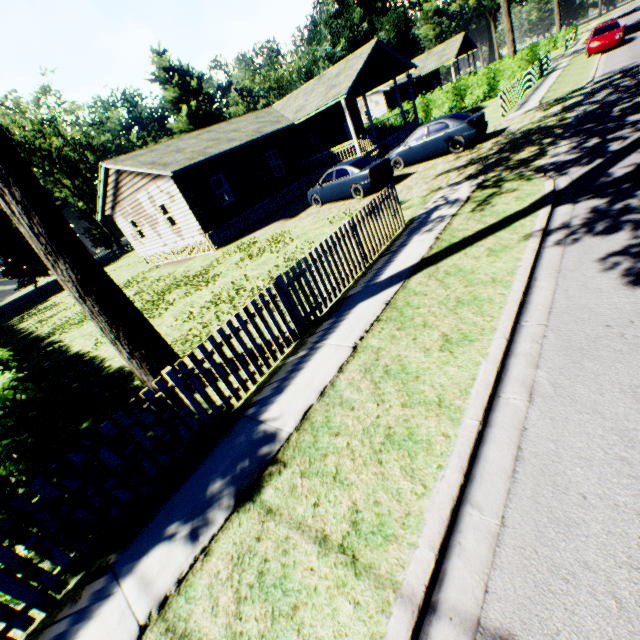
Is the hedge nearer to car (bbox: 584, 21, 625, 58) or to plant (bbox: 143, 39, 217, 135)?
plant (bbox: 143, 39, 217, 135)

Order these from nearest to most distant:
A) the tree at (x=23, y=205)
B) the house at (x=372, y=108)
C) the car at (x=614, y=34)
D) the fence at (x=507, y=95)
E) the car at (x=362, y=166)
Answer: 1. the tree at (x=23, y=205)
2. the car at (x=362, y=166)
3. the fence at (x=507, y=95)
4. the house at (x=372, y=108)
5. the car at (x=614, y=34)

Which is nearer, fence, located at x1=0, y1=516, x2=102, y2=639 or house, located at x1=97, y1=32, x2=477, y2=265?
fence, located at x1=0, y1=516, x2=102, y2=639

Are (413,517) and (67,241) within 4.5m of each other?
Result: no

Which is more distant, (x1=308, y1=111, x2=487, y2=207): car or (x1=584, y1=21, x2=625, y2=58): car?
(x1=584, y1=21, x2=625, y2=58): car

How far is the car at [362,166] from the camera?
14.1m

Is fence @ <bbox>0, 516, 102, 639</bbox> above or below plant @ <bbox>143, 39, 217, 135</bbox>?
below

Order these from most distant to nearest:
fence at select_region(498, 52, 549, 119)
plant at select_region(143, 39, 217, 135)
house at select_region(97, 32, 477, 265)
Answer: plant at select_region(143, 39, 217, 135) < house at select_region(97, 32, 477, 265) < fence at select_region(498, 52, 549, 119)
